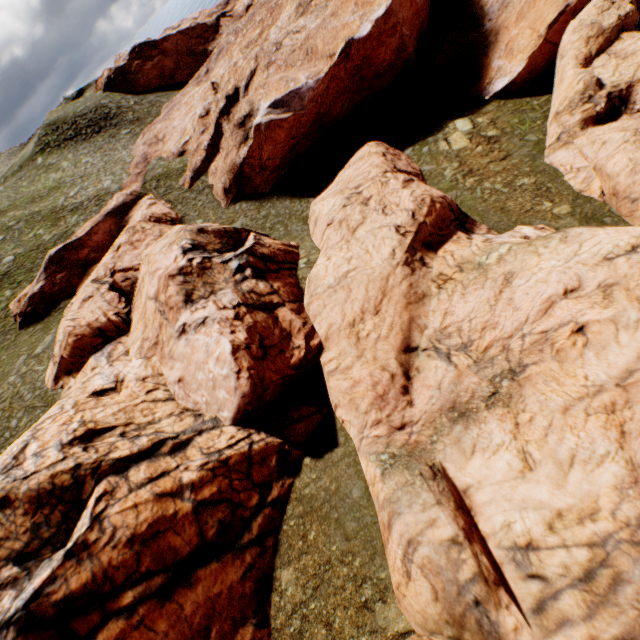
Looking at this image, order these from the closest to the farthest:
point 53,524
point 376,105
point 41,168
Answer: point 53,524, point 376,105, point 41,168
